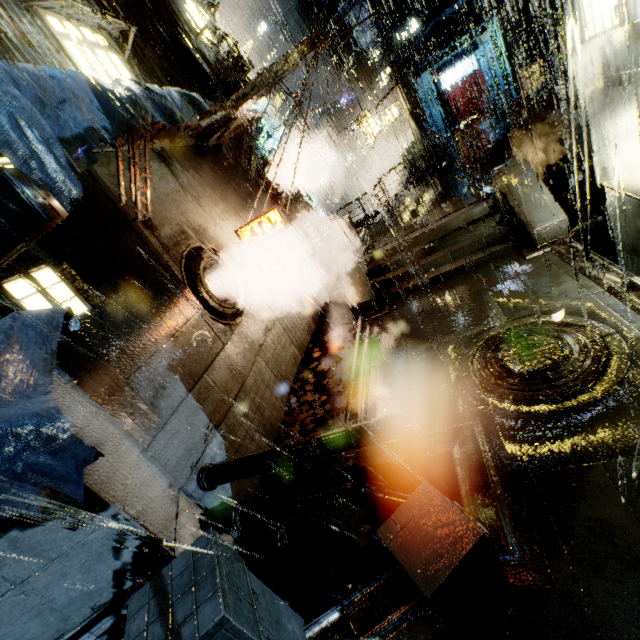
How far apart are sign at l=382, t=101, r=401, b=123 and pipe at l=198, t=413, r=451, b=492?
29.9 meters

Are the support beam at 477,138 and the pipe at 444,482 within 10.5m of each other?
no

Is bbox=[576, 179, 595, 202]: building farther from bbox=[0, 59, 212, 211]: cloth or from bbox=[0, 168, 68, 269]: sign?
bbox=[0, 168, 68, 269]: sign

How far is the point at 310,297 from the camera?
15.5m

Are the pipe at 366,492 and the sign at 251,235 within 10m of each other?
yes

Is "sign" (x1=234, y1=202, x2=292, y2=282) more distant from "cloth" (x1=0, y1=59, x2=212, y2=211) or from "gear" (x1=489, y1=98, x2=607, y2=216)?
"gear" (x1=489, y1=98, x2=607, y2=216)

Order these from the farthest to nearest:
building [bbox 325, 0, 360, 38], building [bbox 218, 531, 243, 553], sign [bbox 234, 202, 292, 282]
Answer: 1. building [bbox 325, 0, 360, 38]
2. sign [bbox 234, 202, 292, 282]
3. building [bbox 218, 531, 243, 553]

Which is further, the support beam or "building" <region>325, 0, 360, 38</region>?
"building" <region>325, 0, 360, 38</region>
